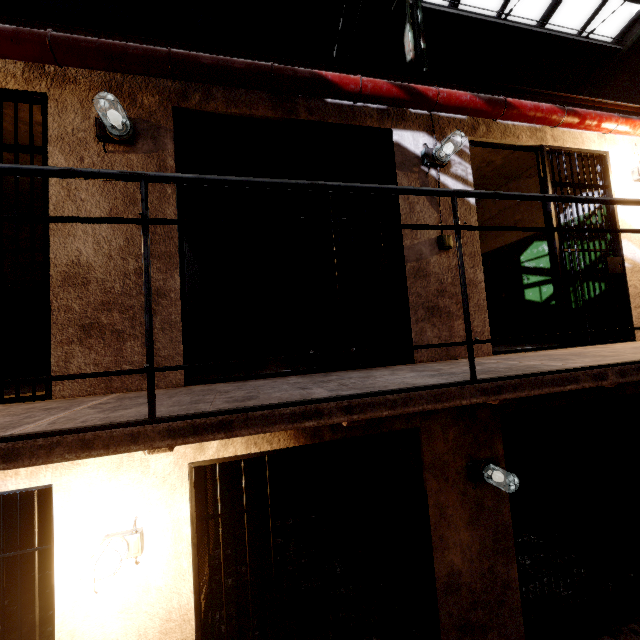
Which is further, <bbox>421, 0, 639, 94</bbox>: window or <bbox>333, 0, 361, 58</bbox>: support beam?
<bbox>421, 0, 639, 94</bbox>: window

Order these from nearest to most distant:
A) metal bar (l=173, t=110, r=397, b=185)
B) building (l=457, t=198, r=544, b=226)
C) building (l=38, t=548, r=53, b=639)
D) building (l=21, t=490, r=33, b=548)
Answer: metal bar (l=173, t=110, r=397, b=185) → building (l=457, t=198, r=544, b=226) → building (l=38, t=548, r=53, b=639) → building (l=21, t=490, r=33, b=548)

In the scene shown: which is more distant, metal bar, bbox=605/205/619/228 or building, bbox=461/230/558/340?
metal bar, bbox=605/205/619/228

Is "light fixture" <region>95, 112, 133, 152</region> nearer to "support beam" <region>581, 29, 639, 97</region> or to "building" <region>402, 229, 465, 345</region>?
"building" <region>402, 229, 465, 345</region>

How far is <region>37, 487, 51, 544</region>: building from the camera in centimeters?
518cm

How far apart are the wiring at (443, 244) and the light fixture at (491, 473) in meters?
2.2

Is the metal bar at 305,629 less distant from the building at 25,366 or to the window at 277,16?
the building at 25,366

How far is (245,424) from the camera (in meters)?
1.35
